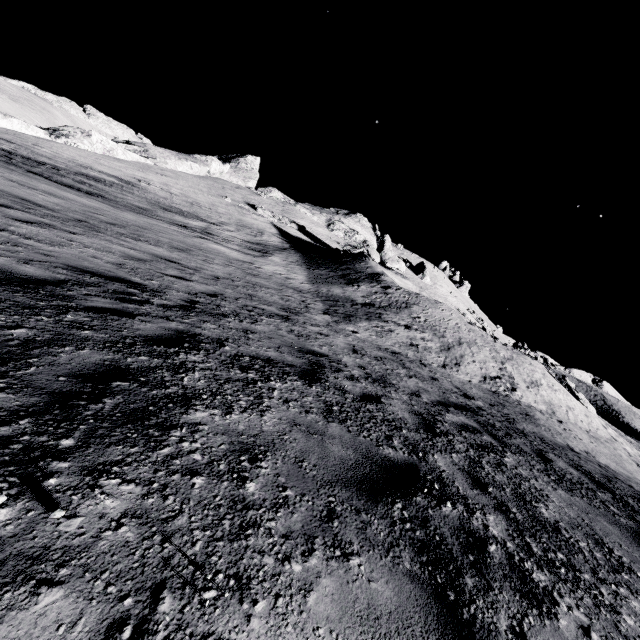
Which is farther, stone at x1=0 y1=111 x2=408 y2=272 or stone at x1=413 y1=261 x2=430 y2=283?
stone at x1=413 y1=261 x2=430 y2=283

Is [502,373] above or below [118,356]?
above

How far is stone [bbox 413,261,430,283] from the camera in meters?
54.0 m

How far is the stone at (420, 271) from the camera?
54.03m

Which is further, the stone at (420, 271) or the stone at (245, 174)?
the stone at (420, 271)
